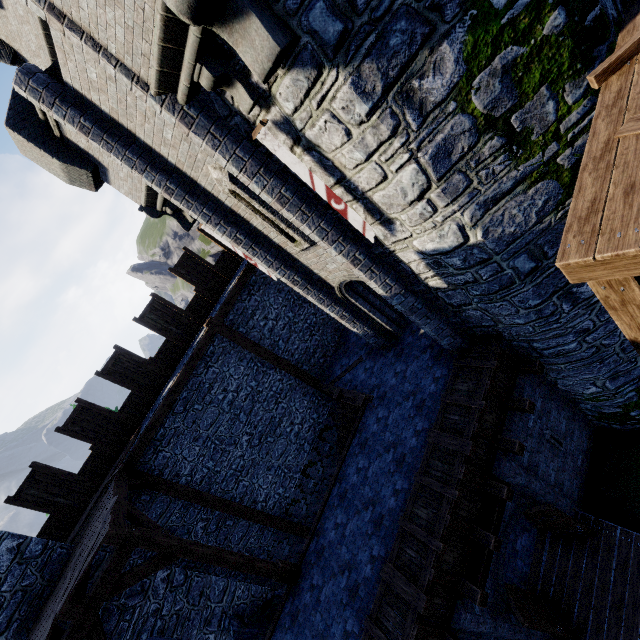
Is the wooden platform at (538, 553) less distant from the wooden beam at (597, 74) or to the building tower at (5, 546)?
the building tower at (5, 546)

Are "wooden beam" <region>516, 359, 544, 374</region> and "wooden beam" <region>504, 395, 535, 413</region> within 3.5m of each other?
yes

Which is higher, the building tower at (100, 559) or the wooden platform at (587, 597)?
the building tower at (100, 559)

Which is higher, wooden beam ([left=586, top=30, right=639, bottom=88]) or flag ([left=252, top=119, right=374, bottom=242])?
flag ([left=252, top=119, right=374, bottom=242])

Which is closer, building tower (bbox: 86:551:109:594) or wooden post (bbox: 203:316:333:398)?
building tower (bbox: 86:551:109:594)

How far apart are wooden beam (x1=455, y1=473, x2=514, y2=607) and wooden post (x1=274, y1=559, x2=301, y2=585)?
3.9m

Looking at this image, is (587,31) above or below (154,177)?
below

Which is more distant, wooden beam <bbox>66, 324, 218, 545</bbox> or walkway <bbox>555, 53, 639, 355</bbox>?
wooden beam <bbox>66, 324, 218, 545</bbox>
